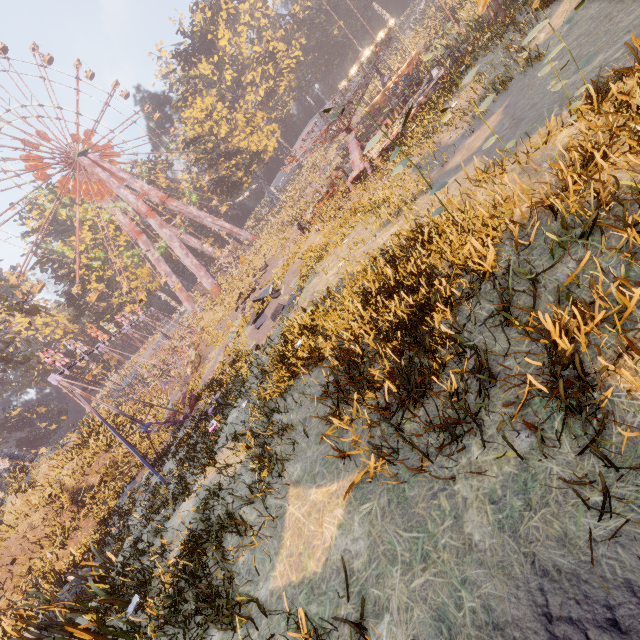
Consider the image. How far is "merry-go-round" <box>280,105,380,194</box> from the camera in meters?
18.1 m

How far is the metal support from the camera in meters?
46.7

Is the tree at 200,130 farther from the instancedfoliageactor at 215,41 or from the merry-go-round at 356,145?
the merry-go-round at 356,145

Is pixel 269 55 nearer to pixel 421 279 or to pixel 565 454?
pixel 421 279

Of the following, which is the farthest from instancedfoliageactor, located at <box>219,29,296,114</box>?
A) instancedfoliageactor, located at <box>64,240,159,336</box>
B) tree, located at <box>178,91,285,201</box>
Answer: instancedfoliageactor, located at <box>64,240,159,336</box>

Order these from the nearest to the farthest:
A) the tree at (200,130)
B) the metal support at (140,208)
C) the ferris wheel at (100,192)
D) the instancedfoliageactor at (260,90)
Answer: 1. the ferris wheel at (100,192)
2. the tree at (200,130)
3. the metal support at (140,208)
4. the instancedfoliageactor at (260,90)

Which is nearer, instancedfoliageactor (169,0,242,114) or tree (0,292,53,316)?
tree (0,292,53,316)

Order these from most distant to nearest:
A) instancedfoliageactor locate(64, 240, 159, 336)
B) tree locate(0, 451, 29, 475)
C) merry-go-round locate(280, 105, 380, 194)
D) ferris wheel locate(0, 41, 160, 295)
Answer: instancedfoliageactor locate(64, 240, 159, 336) → ferris wheel locate(0, 41, 160, 295) → tree locate(0, 451, 29, 475) → merry-go-round locate(280, 105, 380, 194)
